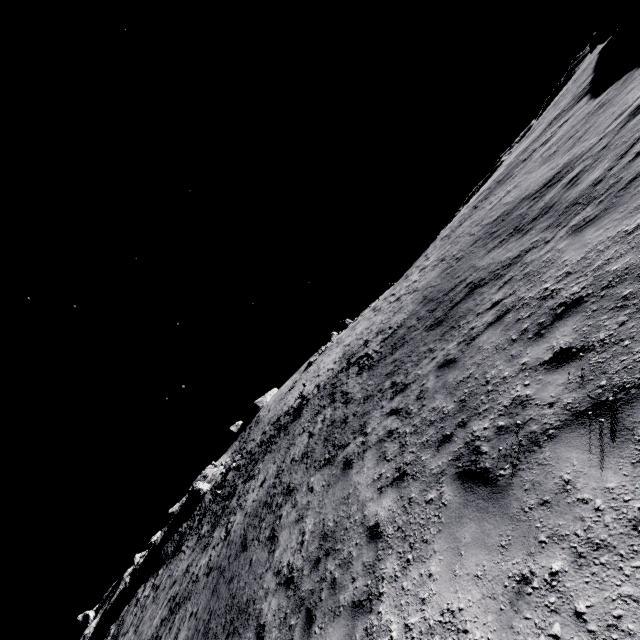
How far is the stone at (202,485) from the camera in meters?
37.8

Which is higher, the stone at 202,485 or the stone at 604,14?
the stone at 202,485

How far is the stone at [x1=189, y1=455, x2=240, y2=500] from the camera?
37.75m

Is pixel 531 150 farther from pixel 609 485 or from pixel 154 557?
pixel 154 557

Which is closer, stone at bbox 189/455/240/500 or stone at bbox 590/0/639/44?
stone at bbox 590/0/639/44

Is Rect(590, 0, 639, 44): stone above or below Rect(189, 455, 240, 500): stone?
below
